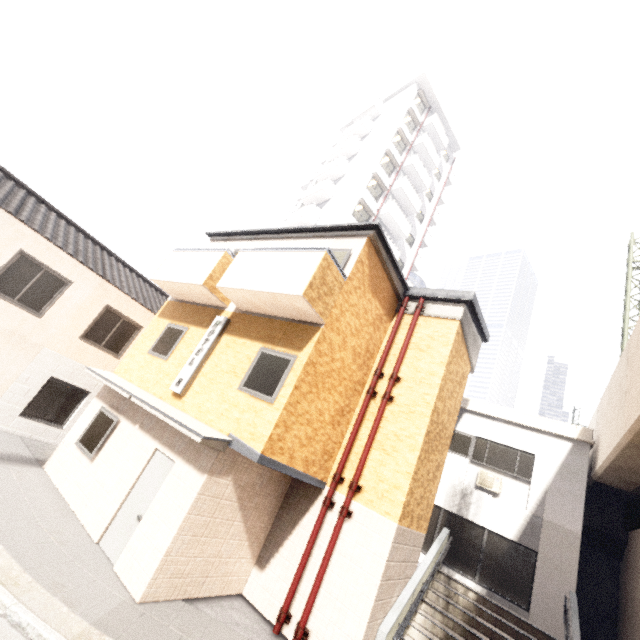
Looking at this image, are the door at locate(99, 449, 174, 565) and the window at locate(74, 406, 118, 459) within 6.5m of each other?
yes

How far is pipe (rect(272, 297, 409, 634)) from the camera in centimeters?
704cm

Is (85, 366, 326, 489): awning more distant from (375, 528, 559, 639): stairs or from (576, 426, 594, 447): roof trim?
(576, 426, 594, 447): roof trim

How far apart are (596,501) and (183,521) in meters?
14.3

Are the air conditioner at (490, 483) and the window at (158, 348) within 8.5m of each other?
no

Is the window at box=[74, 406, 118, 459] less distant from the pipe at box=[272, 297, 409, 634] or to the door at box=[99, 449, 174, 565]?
the door at box=[99, 449, 174, 565]

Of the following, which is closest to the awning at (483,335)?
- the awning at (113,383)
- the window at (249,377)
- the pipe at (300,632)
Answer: the pipe at (300,632)

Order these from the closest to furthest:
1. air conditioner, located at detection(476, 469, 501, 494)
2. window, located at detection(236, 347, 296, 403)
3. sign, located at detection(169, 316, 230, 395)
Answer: window, located at detection(236, 347, 296, 403) → sign, located at detection(169, 316, 230, 395) → air conditioner, located at detection(476, 469, 501, 494)
